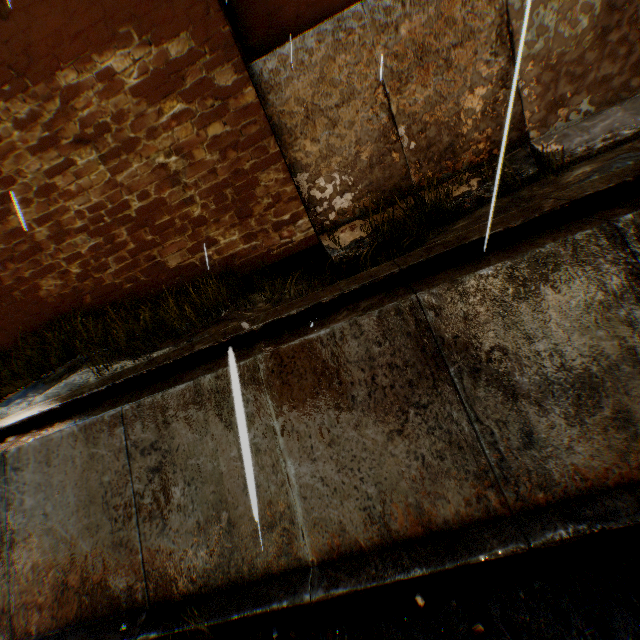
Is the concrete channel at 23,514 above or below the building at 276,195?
below

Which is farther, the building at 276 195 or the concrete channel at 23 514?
the building at 276 195

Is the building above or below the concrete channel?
above

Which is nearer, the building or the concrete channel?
the concrete channel

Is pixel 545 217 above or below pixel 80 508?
above
